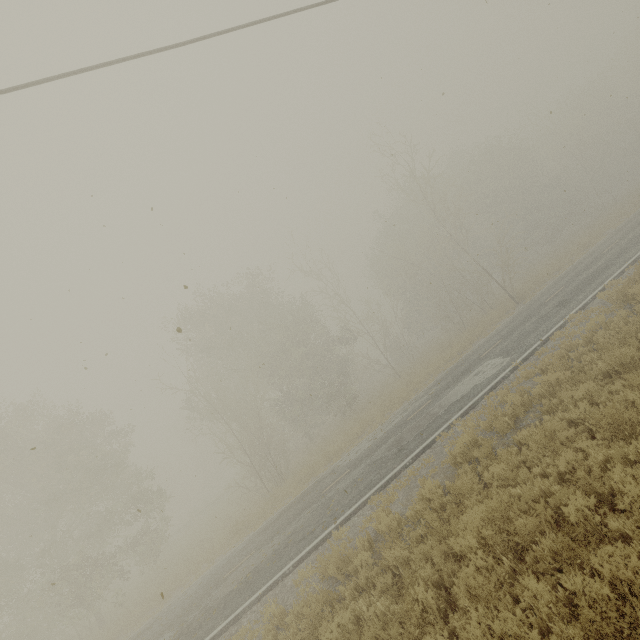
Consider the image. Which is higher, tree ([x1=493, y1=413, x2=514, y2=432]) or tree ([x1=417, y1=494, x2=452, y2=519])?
tree ([x1=493, y1=413, x2=514, y2=432])

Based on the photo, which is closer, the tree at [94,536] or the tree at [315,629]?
the tree at [315,629]

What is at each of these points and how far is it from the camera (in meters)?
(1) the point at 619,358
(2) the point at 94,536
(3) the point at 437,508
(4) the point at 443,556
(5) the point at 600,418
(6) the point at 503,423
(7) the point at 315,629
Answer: (1) tree, 7.23
(2) tree, 24.92
(3) tree, 7.25
(4) tree, 5.65
(5) tree, 6.20
(6) tree, 8.59
(7) tree, 6.48

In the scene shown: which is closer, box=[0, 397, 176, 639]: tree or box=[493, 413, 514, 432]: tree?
box=[493, 413, 514, 432]: tree

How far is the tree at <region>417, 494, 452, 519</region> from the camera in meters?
6.9 m

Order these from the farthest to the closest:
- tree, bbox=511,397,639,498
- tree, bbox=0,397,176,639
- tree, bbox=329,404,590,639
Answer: tree, bbox=0,397,176,639
tree, bbox=511,397,639,498
tree, bbox=329,404,590,639

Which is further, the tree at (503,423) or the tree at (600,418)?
the tree at (503,423)
